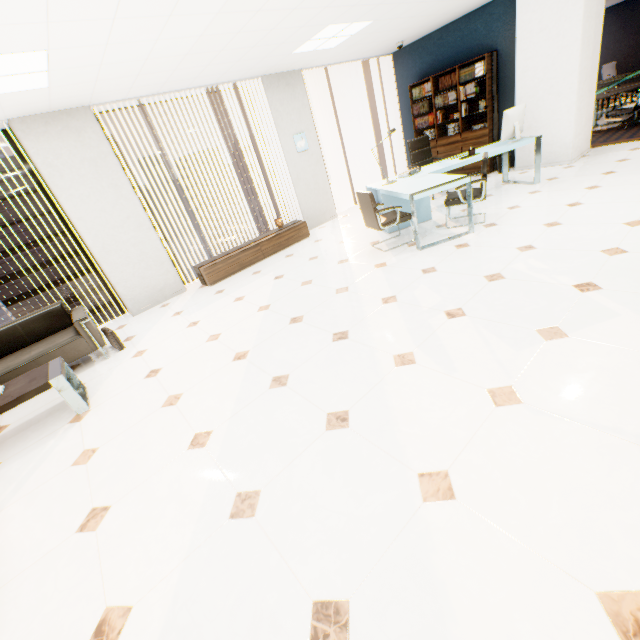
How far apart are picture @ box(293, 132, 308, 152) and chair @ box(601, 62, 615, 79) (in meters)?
12.94

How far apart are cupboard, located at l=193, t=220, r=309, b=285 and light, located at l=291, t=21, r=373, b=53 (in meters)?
2.73

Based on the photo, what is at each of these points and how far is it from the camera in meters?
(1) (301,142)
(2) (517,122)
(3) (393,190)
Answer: (1) picture, 6.8 m
(2) monitor, 5.3 m
(3) desk, 4.7 m

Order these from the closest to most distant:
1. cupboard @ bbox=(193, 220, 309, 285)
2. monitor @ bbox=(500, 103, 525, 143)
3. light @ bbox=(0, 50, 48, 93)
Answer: light @ bbox=(0, 50, 48, 93)
monitor @ bbox=(500, 103, 525, 143)
cupboard @ bbox=(193, 220, 309, 285)

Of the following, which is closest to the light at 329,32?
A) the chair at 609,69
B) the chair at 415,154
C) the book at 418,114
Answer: the chair at 415,154

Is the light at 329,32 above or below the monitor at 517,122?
above

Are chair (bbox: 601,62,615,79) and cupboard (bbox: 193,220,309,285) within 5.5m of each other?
no

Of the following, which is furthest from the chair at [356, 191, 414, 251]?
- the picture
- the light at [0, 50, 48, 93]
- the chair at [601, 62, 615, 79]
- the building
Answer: the building
